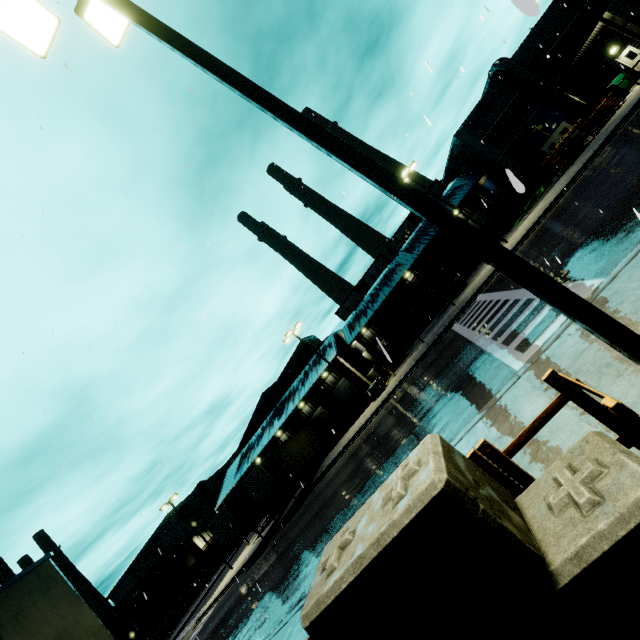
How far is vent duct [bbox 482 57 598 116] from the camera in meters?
28.6 m

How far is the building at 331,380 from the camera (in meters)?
35.44

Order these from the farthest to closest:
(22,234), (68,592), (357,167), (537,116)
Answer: (537,116)
(22,234)
(68,592)
(357,167)

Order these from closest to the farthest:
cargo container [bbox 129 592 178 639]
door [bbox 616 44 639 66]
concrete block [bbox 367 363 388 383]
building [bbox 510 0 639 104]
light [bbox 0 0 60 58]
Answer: light [bbox 0 0 60 58]
door [bbox 616 44 639 66]
building [bbox 510 0 639 104]
concrete block [bbox 367 363 388 383]
cargo container [bbox 129 592 178 639]

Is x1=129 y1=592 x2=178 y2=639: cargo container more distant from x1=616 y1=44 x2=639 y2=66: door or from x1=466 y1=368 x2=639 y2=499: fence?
x1=616 y1=44 x2=639 y2=66: door

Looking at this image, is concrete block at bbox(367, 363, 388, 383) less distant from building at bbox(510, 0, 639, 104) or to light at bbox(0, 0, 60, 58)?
building at bbox(510, 0, 639, 104)

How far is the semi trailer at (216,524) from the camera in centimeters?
2477cm

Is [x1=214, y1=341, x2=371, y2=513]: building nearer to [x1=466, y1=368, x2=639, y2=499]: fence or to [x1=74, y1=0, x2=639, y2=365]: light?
[x1=466, y1=368, x2=639, y2=499]: fence
